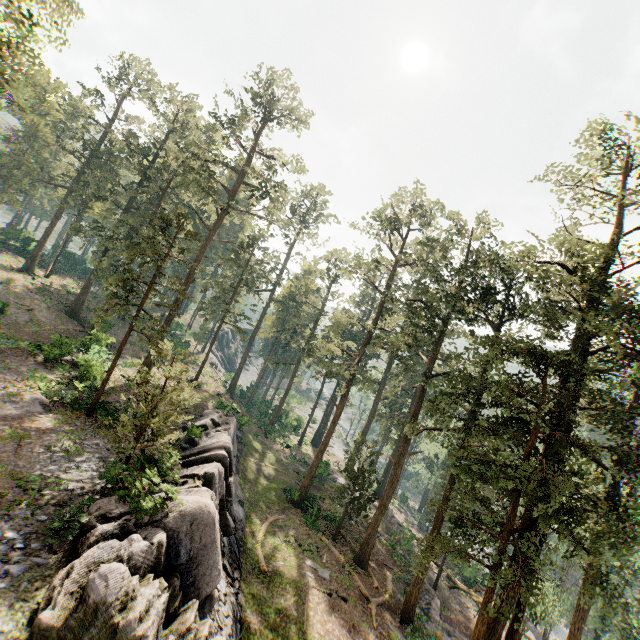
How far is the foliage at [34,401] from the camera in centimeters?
1762cm

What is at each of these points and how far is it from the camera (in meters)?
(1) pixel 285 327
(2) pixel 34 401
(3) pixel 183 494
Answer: (1) foliage, 46.31
(2) foliage, 18.11
(3) rock, 14.27

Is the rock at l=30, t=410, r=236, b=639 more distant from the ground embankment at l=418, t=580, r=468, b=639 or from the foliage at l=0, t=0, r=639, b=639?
the ground embankment at l=418, t=580, r=468, b=639

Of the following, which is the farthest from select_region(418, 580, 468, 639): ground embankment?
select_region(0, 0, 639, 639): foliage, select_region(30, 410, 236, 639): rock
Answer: select_region(30, 410, 236, 639): rock

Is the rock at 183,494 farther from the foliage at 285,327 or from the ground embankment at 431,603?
the ground embankment at 431,603

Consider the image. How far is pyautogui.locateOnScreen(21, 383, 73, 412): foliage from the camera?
17.62m
